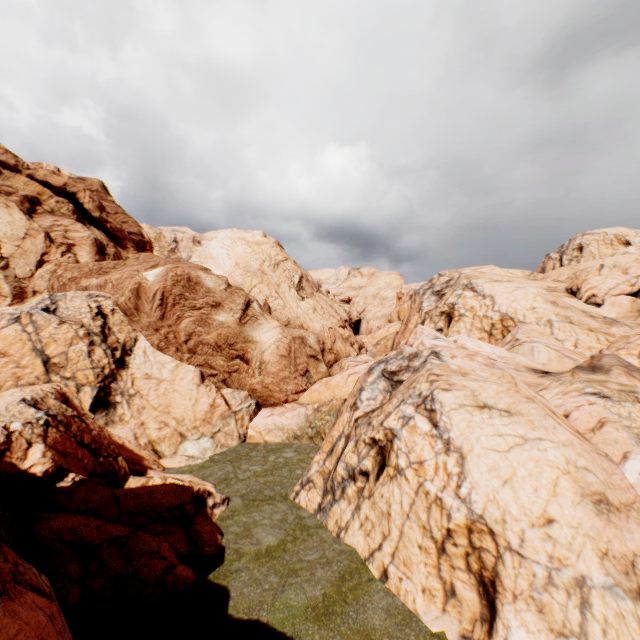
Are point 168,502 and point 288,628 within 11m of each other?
yes
